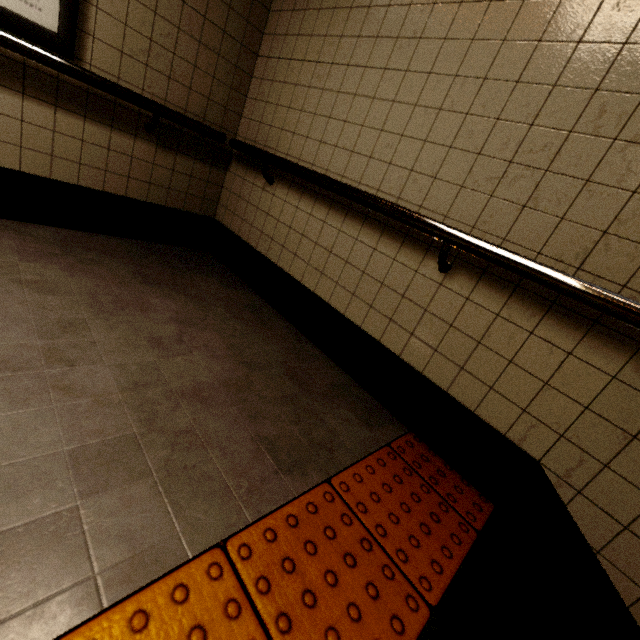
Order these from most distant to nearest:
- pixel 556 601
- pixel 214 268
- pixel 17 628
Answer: pixel 214 268 → pixel 556 601 → pixel 17 628

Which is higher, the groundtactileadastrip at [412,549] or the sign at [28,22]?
the sign at [28,22]

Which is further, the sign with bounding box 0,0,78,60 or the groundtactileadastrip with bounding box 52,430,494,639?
the sign with bounding box 0,0,78,60

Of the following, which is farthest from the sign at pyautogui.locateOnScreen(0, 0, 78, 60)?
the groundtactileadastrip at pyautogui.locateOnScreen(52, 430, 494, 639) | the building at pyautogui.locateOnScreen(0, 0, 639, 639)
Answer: the groundtactileadastrip at pyautogui.locateOnScreen(52, 430, 494, 639)

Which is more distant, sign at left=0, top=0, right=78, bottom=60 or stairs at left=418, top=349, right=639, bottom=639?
sign at left=0, top=0, right=78, bottom=60

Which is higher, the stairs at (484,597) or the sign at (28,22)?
the sign at (28,22)

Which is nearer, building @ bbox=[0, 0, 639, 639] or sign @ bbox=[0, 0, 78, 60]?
building @ bbox=[0, 0, 639, 639]

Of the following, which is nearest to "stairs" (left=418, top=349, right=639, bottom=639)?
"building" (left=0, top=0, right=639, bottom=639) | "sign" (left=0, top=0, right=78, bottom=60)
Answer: "building" (left=0, top=0, right=639, bottom=639)
